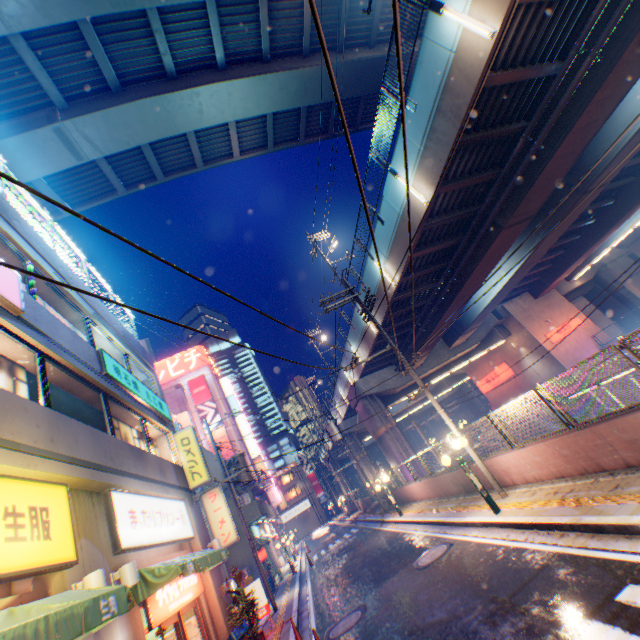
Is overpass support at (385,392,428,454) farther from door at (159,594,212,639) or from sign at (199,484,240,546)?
door at (159,594,212,639)

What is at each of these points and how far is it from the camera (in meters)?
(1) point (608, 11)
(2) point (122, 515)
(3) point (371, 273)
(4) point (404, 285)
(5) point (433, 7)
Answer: (1) overpass support, 8.48
(2) sign, 7.46
(3) overpass support, 18.14
(4) overpass support, 17.83
(5) metal fence, 8.97

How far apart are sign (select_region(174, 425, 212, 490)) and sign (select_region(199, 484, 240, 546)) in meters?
7.7 m

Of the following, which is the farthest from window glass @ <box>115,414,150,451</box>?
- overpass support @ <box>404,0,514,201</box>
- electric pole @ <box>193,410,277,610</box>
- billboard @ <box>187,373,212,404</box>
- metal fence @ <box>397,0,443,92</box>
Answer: billboard @ <box>187,373,212,404</box>

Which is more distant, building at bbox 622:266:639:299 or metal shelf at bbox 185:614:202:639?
building at bbox 622:266:639:299

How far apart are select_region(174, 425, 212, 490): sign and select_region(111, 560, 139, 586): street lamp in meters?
6.9 m

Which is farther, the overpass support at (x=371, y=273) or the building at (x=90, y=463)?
the overpass support at (x=371, y=273)

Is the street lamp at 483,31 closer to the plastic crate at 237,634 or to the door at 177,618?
the door at 177,618
